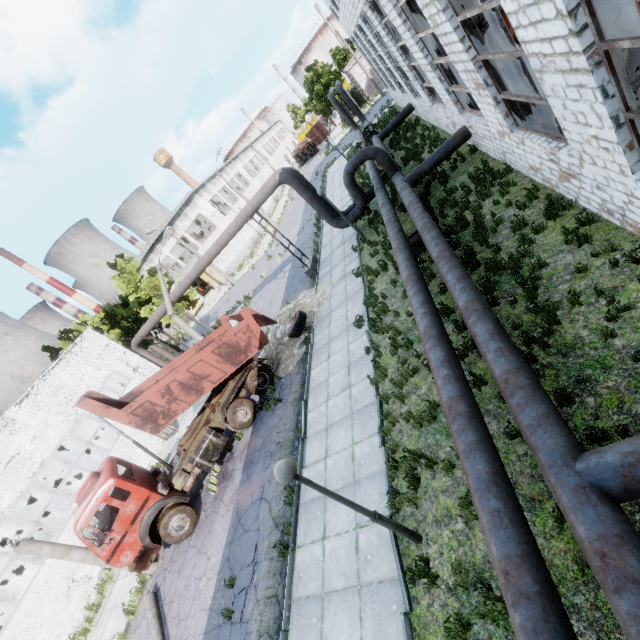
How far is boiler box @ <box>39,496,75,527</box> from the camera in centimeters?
2184cm

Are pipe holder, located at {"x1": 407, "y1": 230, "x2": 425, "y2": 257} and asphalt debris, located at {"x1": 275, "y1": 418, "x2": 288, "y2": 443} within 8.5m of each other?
yes

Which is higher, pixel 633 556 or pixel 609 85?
pixel 609 85

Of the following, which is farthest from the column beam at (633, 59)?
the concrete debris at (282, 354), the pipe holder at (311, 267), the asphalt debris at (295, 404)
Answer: the pipe holder at (311, 267)

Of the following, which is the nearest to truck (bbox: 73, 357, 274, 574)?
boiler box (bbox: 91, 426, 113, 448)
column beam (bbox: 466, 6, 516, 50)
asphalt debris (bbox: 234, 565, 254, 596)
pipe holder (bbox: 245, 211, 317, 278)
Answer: asphalt debris (bbox: 234, 565, 254, 596)

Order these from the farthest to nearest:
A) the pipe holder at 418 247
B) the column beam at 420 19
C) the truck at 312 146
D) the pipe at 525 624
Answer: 1. the truck at 312 146
2. the pipe holder at 418 247
3. the column beam at 420 19
4. the pipe at 525 624

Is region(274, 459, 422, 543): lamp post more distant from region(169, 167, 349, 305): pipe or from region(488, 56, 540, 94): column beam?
region(488, 56, 540, 94): column beam

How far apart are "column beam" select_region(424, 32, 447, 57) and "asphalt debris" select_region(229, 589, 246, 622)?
16.8m
